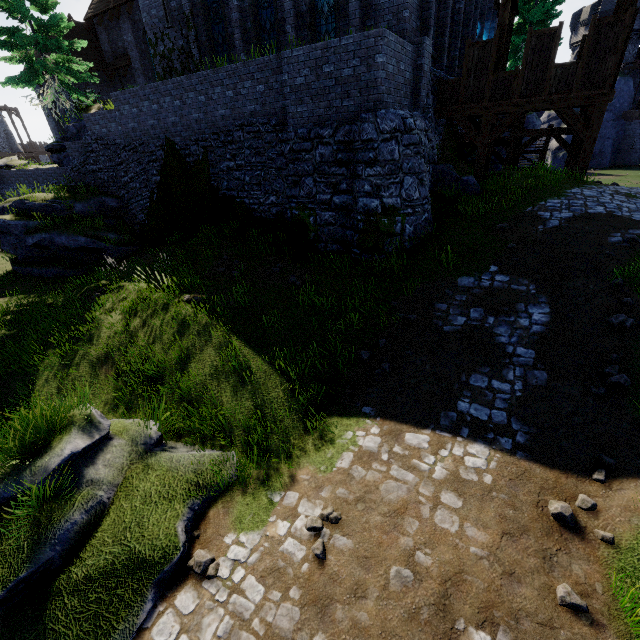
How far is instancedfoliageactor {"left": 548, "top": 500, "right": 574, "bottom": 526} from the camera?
4.4m

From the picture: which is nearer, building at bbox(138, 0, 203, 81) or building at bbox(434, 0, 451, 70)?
building at bbox(434, 0, 451, 70)

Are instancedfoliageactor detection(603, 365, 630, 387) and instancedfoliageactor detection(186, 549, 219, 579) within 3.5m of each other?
no

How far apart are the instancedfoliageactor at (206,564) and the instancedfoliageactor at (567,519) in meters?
4.8 m

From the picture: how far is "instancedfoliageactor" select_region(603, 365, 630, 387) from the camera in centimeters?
549cm

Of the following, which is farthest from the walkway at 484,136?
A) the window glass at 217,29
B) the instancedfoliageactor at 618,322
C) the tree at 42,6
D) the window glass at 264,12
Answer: the tree at 42,6

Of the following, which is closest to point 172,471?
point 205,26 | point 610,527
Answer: point 610,527

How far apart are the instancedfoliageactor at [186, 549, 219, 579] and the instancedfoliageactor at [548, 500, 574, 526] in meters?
4.8
